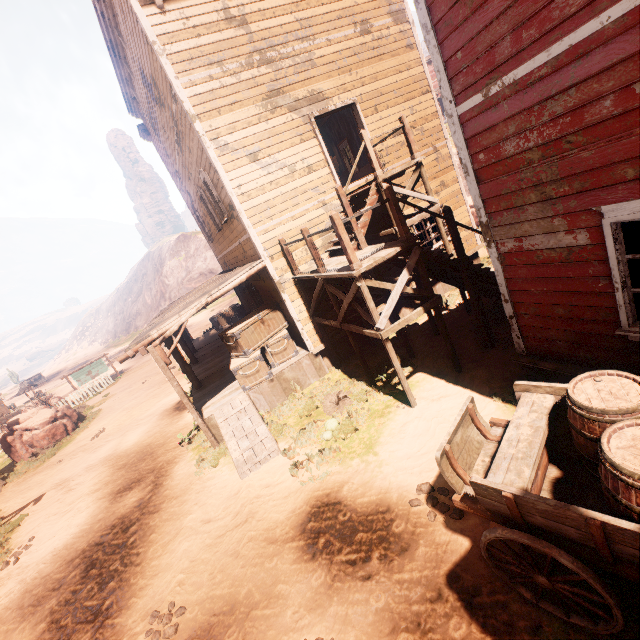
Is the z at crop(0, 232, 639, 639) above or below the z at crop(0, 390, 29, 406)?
below

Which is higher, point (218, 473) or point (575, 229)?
point (575, 229)

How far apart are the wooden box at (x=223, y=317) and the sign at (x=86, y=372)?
11.4 meters

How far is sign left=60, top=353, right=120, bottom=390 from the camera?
24.83m

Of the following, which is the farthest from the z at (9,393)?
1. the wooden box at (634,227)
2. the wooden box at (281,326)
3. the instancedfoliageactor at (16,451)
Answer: the wooden box at (634,227)

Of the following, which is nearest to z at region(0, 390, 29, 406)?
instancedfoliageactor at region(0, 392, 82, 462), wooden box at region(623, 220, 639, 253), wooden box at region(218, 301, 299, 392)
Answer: instancedfoliageactor at region(0, 392, 82, 462)

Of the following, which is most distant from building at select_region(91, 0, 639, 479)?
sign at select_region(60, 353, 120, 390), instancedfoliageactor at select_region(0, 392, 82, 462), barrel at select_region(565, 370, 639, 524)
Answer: sign at select_region(60, 353, 120, 390)
